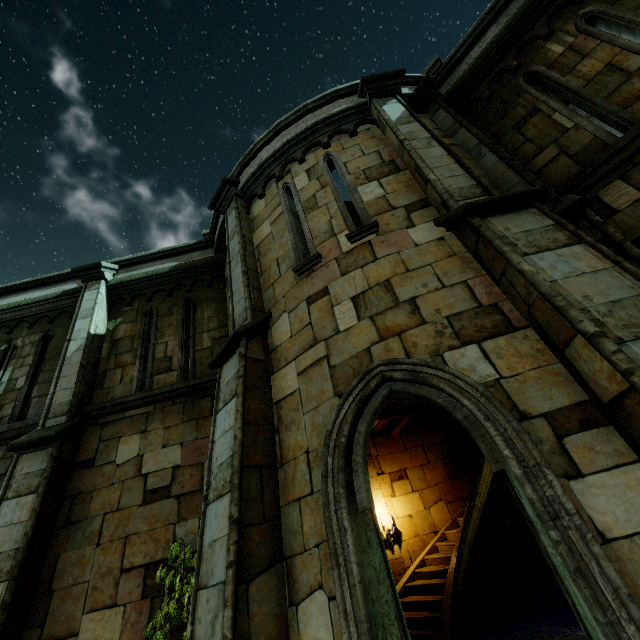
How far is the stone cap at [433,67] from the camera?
7.1 meters

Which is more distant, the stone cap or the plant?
the stone cap

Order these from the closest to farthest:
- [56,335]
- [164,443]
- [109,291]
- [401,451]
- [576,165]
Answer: [576,165] → [164,443] → [56,335] → [109,291] → [401,451]

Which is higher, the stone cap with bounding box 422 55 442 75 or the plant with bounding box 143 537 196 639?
the stone cap with bounding box 422 55 442 75

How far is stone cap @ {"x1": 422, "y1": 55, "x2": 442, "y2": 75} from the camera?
7.09m

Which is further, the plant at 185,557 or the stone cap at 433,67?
the stone cap at 433,67
